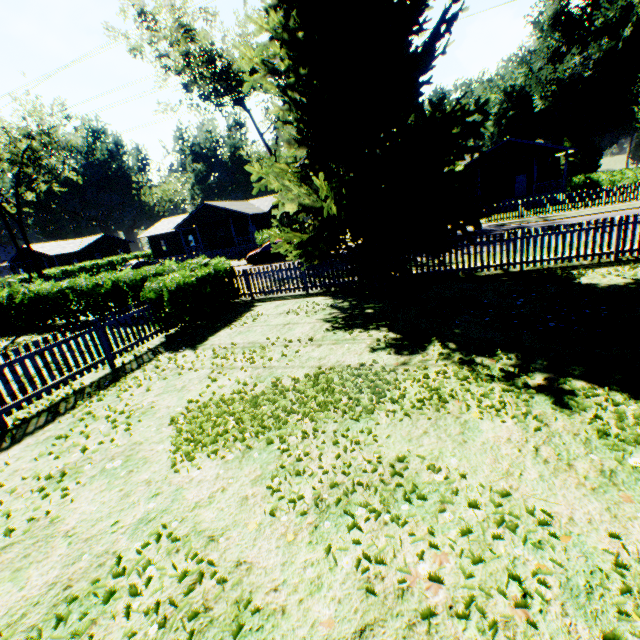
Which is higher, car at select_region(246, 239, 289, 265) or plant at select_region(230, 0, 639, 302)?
plant at select_region(230, 0, 639, 302)

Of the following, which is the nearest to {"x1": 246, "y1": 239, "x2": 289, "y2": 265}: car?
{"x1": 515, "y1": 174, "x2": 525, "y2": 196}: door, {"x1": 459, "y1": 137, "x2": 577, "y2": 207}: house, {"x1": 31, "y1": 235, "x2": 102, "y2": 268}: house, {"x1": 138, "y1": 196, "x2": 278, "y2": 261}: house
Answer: {"x1": 138, "y1": 196, "x2": 278, "y2": 261}: house

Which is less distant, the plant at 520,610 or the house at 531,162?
the plant at 520,610

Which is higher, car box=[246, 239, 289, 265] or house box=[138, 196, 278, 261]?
house box=[138, 196, 278, 261]

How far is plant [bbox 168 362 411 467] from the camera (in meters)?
4.55

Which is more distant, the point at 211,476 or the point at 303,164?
the point at 303,164

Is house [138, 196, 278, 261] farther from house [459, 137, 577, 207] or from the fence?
the fence

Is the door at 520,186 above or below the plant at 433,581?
above
